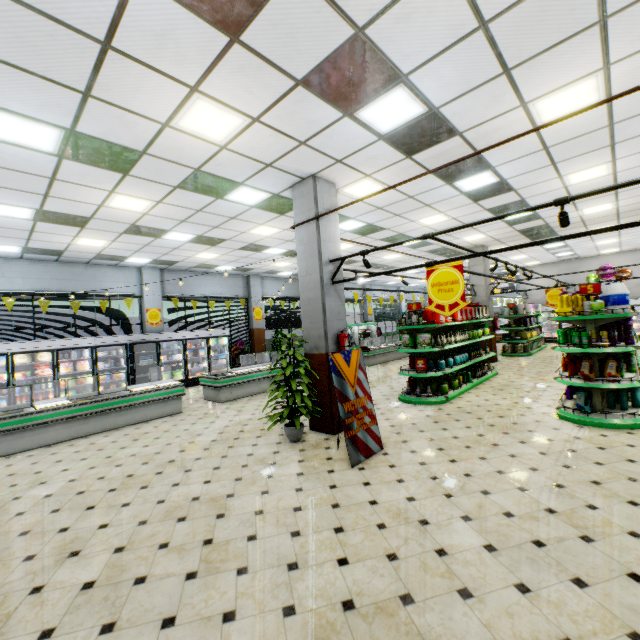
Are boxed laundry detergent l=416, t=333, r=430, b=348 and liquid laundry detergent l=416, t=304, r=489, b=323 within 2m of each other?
yes

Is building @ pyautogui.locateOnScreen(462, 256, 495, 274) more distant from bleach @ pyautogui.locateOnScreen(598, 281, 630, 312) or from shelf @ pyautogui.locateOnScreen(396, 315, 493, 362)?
bleach @ pyautogui.locateOnScreen(598, 281, 630, 312)

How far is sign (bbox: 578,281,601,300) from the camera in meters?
5.7

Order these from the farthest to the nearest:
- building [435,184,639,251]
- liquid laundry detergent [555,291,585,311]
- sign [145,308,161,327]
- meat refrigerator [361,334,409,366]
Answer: meat refrigerator [361,334,409,366] < sign [145,308,161,327] < building [435,184,639,251] < liquid laundry detergent [555,291,585,311]

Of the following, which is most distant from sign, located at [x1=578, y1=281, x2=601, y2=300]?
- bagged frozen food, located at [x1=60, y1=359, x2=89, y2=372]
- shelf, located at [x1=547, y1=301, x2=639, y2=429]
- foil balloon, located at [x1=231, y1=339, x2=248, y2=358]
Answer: bagged frozen food, located at [x1=60, y1=359, x2=89, y2=372]

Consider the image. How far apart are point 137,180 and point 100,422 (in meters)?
5.46

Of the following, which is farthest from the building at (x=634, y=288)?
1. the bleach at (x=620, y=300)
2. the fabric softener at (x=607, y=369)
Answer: the bleach at (x=620, y=300)

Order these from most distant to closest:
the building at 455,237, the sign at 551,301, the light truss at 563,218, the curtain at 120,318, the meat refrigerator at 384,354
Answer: the meat refrigerator at 384,354 → the sign at 551,301 → the curtain at 120,318 → the building at 455,237 → the light truss at 563,218
